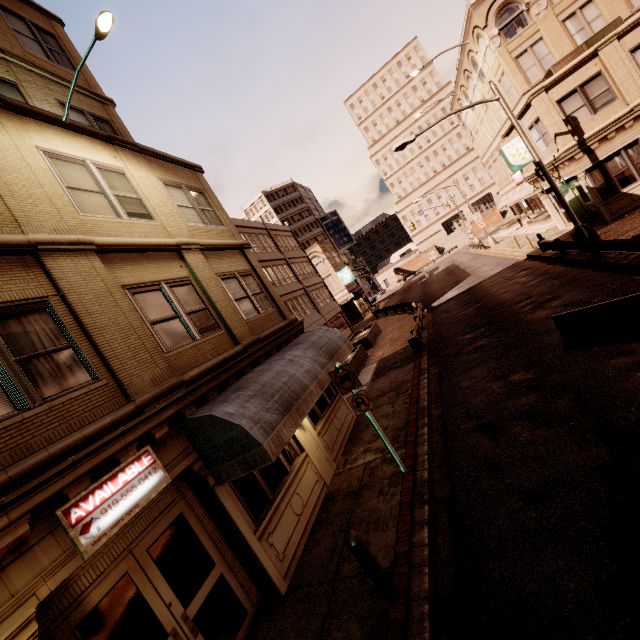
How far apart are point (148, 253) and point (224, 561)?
7.2 meters

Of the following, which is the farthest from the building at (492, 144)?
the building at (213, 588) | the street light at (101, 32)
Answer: the street light at (101, 32)

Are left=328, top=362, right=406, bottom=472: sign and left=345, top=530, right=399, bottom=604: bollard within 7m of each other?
yes

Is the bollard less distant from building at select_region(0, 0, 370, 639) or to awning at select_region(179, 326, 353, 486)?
awning at select_region(179, 326, 353, 486)

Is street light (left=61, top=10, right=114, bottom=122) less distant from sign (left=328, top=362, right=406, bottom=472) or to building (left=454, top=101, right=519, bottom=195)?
sign (left=328, top=362, right=406, bottom=472)

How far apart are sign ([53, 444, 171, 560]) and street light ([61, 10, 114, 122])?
8.0 meters

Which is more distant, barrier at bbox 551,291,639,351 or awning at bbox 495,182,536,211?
awning at bbox 495,182,536,211

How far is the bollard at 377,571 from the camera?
4.8m
